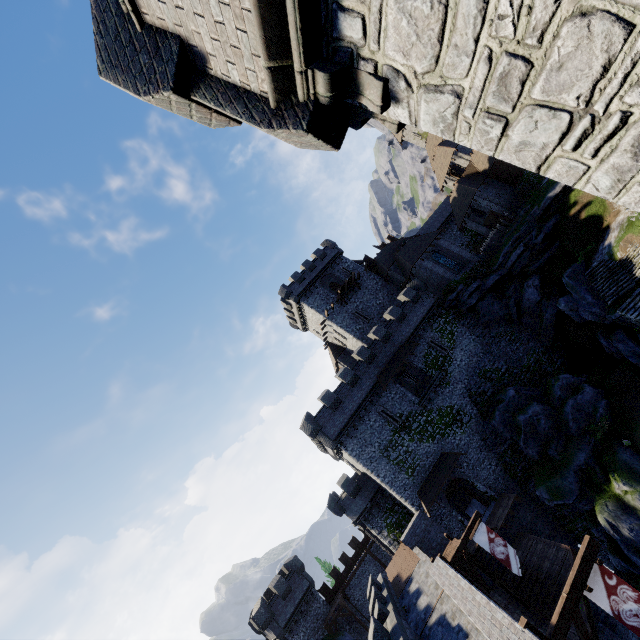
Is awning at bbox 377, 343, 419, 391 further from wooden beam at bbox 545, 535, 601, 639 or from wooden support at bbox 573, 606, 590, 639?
wooden support at bbox 573, 606, 590, 639

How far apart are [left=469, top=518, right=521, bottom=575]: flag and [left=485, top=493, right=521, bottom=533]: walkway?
7.55m

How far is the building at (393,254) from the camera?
39.53m

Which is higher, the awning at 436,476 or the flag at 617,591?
the awning at 436,476

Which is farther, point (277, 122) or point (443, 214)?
point (443, 214)

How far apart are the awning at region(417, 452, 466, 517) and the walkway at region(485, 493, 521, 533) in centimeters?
365cm

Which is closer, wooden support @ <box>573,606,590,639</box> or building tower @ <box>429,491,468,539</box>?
wooden support @ <box>573,606,590,639</box>

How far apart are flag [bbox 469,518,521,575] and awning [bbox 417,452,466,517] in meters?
8.7
